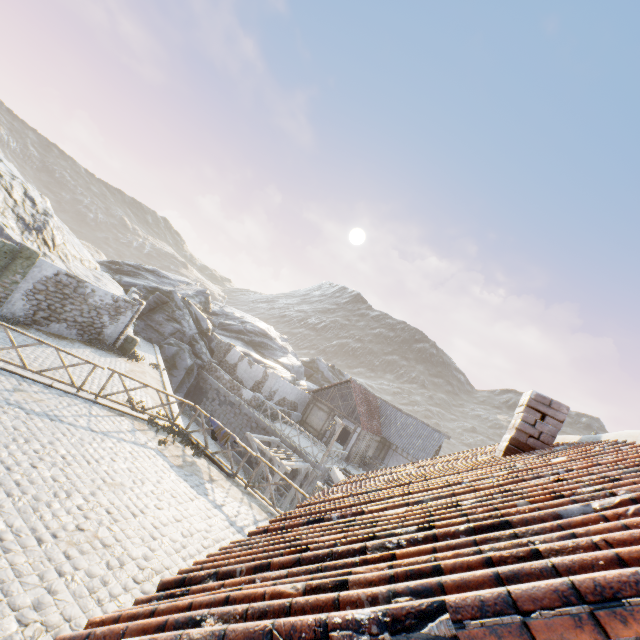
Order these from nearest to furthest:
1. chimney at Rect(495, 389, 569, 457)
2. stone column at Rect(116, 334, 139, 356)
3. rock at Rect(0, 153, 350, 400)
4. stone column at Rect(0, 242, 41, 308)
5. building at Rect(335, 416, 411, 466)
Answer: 1. chimney at Rect(495, 389, 569, 457)
2. stone column at Rect(0, 242, 41, 308)
3. stone column at Rect(116, 334, 139, 356)
4. rock at Rect(0, 153, 350, 400)
5. building at Rect(335, 416, 411, 466)

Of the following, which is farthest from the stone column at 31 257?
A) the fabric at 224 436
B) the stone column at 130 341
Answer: the fabric at 224 436

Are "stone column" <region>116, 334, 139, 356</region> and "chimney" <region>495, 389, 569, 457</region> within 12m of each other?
no

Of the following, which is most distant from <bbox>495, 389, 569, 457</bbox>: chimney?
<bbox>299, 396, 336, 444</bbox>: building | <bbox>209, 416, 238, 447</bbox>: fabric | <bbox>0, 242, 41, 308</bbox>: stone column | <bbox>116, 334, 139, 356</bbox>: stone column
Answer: <bbox>299, 396, 336, 444</bbox>: building

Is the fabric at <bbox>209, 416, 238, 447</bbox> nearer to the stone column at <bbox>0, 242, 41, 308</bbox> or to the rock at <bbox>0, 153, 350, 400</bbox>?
the stone column at <bbox>0, 242, 41, 308</bbox>

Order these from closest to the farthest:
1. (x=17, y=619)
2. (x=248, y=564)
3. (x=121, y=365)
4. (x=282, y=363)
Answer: (x=248, y=564) < (x=17, y=619) < (x=121, y=365) < (x=282, y=363)

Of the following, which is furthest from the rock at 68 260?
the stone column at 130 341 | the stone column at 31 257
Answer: the stone column at 31 257

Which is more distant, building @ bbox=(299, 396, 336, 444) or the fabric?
building @ bbox=(299, 396, 336, 444)
